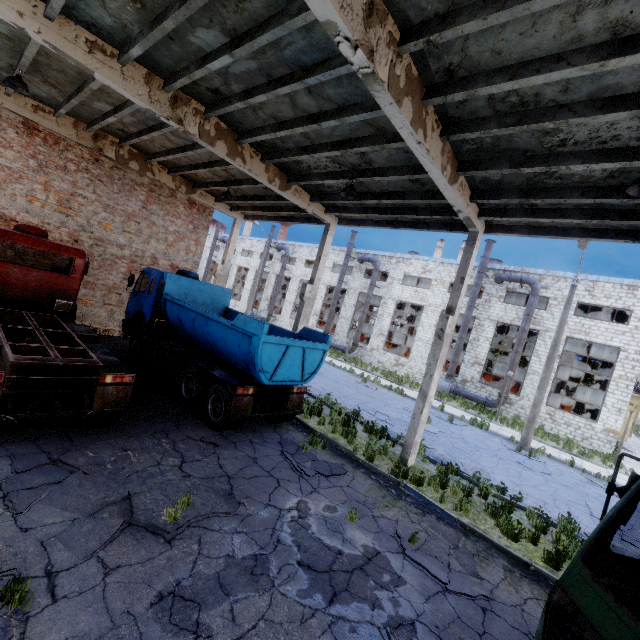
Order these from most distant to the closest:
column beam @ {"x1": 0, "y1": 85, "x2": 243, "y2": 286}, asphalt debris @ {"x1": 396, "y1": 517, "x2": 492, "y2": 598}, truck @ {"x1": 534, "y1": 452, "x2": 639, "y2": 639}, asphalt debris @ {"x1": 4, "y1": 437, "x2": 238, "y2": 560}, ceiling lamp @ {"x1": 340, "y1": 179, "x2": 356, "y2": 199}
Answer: column beam @ {"x1": 0, "y1": 85, "x2": 243, "y2": 286}, ceiling lamp @ {"x1": 340, "y1": 179, "x2": 356, "y2": 199}, asphalt debris @ {"x1": 396, "y1": 517, "x2": 492, "y2": 598}, asphalt debris @ {"x1": 4, "y1": 437, "x2": 238, "y2": 560}, truck @ {"x1": 534, "y1": 452, "x2": 639, "y2": 639}

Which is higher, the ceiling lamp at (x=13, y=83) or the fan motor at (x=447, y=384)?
the ceiling lamp at (x=13, y=83)

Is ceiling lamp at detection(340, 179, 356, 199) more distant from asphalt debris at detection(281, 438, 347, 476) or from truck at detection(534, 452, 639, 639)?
asphalt debris at detection(281, 438, 347, 476)

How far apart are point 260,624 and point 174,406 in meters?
6.7

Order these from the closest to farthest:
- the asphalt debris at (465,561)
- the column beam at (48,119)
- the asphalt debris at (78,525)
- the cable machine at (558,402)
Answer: the asphalt debris at (78,525) < the asphalt debris at (465,561) < the column beam at (48,119) < the cable machine at (558,402)

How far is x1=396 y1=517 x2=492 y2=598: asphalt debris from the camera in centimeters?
545cm

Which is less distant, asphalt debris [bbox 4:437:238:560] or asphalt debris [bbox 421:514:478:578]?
asphalt debris [bbox 4:437:238:560]

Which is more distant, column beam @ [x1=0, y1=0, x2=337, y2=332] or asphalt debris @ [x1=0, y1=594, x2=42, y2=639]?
column beam @ [x1=0, y1=0, x2=337, y2=332]
